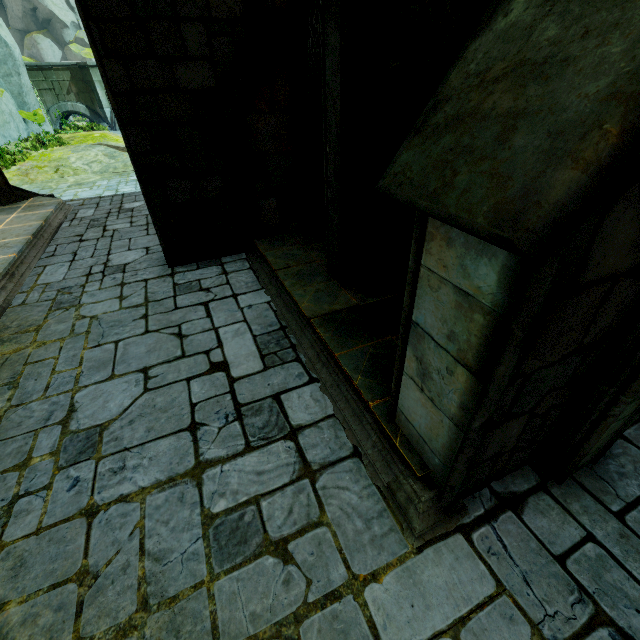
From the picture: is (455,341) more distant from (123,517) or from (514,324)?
(123,517)

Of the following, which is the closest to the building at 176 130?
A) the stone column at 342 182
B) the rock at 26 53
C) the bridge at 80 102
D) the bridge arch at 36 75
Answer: the bridge at 80 102

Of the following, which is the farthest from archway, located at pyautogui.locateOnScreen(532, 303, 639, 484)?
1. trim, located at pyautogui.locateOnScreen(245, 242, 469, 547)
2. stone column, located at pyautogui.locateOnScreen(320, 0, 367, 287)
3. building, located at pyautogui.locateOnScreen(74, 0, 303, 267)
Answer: stone column, located at pyautogui.locateOnScreen(320, 0, 367, 287)

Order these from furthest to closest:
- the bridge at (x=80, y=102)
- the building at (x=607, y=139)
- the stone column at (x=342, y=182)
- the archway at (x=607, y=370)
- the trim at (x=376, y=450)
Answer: the bridge at (x=80, y=102)
the stone column at (x=342, y=182)
the trim at (x=376, y=450)
the archway at (x=607, y=370)
the building at (x=607, y=139)

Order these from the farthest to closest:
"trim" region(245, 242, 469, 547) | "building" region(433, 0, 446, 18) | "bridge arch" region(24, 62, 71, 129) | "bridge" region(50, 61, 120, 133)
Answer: "bridge" region(50, 61, 120, 133) < "bridge arch" region(24, 62, 71, 129) < "building" region(433, 0, 446, 18) < "trim" region(245, 242, 469, 547)

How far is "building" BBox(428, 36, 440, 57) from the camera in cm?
621

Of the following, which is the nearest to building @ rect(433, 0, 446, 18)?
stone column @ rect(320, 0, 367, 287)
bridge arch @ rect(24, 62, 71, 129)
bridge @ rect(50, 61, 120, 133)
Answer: bridge @ rect(50, 61, 120, 133)

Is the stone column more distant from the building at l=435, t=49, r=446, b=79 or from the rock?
the rock
